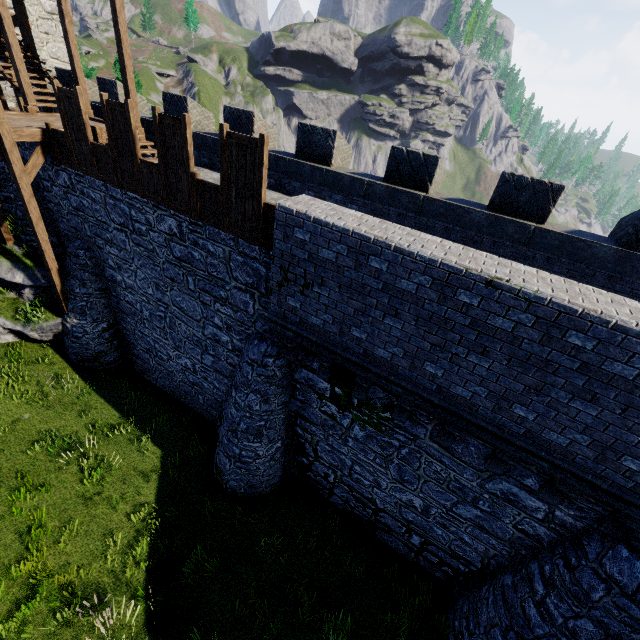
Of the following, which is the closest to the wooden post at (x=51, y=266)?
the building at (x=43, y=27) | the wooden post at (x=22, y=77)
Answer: the wooden post at (x=22, y=77)

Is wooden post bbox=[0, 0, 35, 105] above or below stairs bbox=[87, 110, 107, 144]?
above

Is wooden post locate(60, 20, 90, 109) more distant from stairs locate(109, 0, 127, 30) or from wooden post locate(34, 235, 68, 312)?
wooden post locate(34, 235, 68, 312)

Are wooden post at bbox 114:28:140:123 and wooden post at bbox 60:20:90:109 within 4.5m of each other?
Result: yes

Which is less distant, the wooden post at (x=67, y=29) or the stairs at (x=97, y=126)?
the stairs at (x=97, y=126)

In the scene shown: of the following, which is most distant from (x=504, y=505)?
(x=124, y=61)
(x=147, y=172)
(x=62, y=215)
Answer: (x=124, y=61)

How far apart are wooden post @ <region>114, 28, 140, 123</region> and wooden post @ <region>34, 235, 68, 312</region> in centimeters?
478cm

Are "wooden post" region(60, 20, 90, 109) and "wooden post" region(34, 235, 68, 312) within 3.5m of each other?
no
